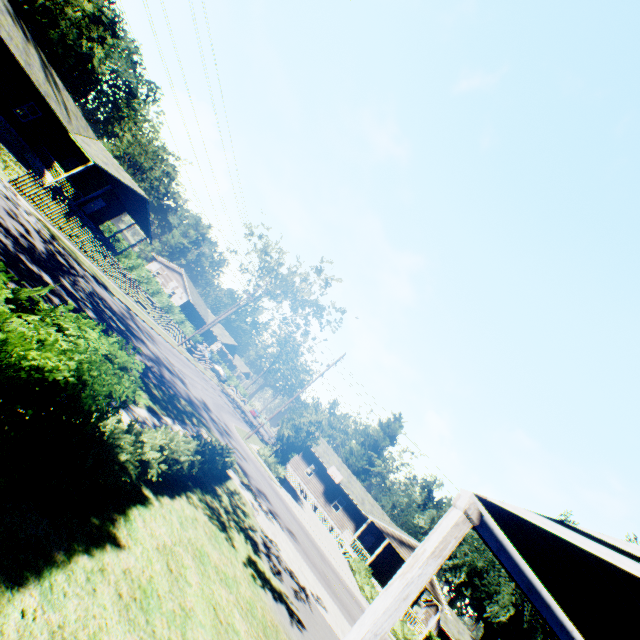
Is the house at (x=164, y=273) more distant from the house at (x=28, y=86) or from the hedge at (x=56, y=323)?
the hedge at (x=56, y=323)

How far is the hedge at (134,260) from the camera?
39.3 meters

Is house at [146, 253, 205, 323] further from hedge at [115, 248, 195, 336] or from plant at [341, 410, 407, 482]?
plant at [341, 410, 407, 482]

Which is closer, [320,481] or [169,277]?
[320,481]

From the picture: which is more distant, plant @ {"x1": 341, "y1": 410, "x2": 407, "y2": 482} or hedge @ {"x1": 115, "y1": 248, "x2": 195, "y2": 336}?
plant @ {"x1": 341, "y1": 410, "x2": 407, "y2": 482}

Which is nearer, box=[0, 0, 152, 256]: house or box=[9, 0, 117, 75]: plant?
box=[0, 0, 152, 256]: house

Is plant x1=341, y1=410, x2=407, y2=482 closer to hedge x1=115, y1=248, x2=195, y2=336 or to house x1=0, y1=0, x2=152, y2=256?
house x1=0, y1=0, x2=152, y2=256

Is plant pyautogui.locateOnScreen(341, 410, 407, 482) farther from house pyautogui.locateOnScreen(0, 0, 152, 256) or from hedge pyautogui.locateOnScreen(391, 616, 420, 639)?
house pyautogui.locateOnScreen(0, 0, 152, 256)
